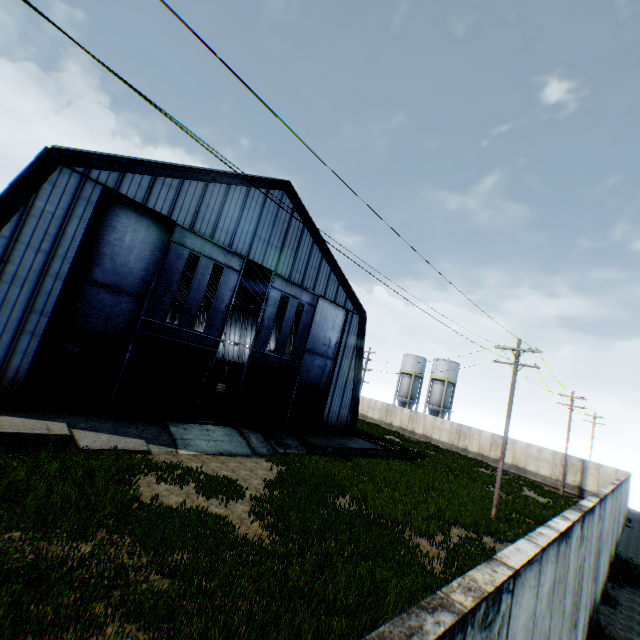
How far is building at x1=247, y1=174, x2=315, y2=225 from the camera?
21.2 meters

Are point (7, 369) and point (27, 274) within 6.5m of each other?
yes

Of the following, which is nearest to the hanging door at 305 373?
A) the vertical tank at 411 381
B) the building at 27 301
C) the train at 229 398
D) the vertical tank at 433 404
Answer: the building at 27 301

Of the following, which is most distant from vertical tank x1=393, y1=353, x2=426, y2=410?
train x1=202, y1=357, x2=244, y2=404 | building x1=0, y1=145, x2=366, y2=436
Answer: train x1=202, y1=357, x2=244, y2=404

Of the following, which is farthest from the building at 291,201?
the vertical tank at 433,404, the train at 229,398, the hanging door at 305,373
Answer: the vertical tank at 433,404

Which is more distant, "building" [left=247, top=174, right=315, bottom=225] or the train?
the train
